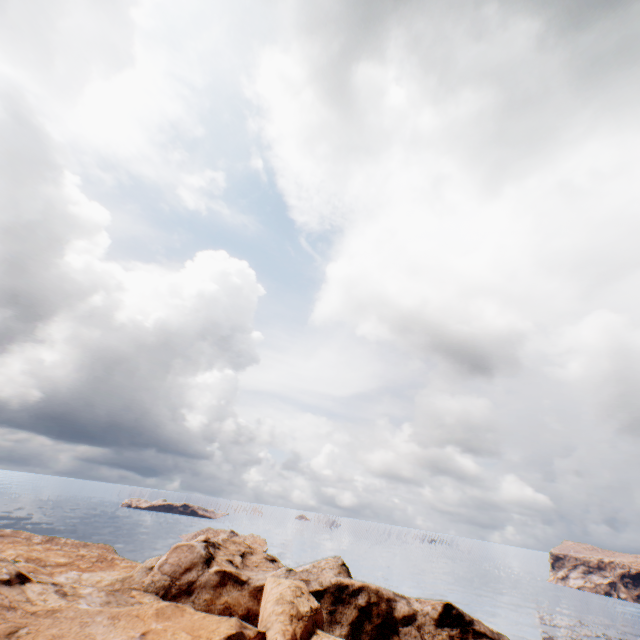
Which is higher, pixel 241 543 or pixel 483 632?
pixel 241 543
